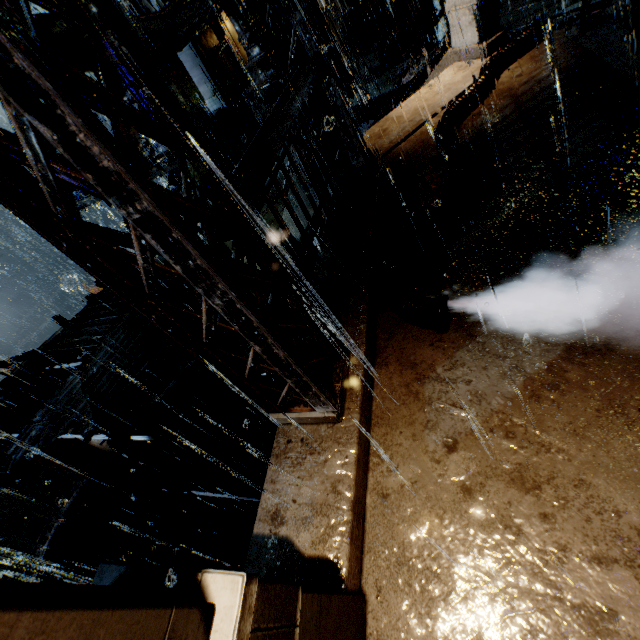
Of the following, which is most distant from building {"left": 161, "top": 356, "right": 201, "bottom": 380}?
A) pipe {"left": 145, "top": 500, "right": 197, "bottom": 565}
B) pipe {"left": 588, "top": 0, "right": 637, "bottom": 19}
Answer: pipe {"left": 588, "top": 0, "right": 637, "bottom": 19}

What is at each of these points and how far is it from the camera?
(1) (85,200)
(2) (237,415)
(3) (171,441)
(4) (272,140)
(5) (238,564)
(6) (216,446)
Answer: (1) beam, 22.5m
(2) building, 12.4m
(3) building, 10.7m
(4) railing, 3.1m
(5) building vent, 8.7m
(6) building, 12.1m

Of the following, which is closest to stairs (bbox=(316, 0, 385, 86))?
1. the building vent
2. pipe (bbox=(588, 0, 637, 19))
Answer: pipe (bbox=(588, 0, 637, 19))

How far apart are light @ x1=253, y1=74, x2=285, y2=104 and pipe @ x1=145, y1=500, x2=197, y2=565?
17.0 meters

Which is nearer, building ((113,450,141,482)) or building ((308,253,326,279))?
building ((308,253,326,279))

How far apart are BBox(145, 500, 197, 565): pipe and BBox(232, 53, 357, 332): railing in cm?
1585

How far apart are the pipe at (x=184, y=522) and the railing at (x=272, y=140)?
15.8 meters

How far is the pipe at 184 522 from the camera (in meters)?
14.44
